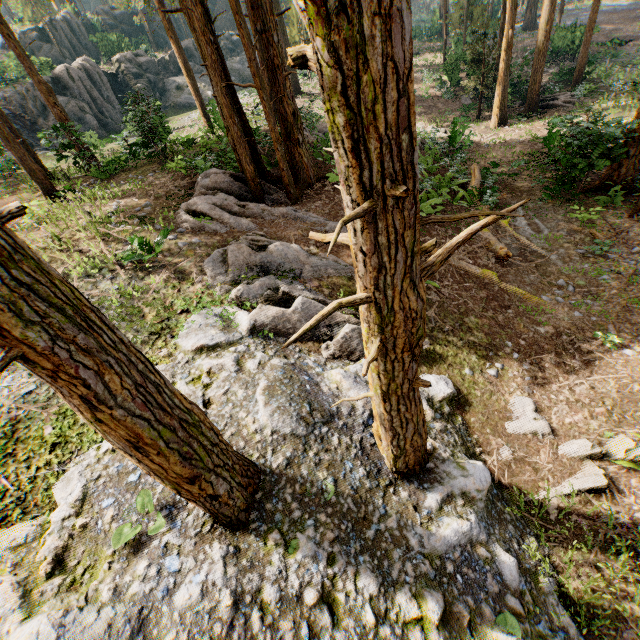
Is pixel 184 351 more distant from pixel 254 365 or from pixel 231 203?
pixel 231 203

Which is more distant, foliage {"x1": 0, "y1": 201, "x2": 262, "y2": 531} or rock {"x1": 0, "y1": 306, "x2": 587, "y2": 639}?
rock {"x1": 0, "y1": 306, "x2": 587, "y2": 639}

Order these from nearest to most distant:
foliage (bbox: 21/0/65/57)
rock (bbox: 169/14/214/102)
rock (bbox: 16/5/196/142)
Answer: rock (bbox: 16/5/196/142) < foliage (bbox: 21/0/65/57) < rock (bbox: 169/14/214/102)

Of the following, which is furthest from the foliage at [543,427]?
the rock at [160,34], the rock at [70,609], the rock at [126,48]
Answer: the rock at [126,48]

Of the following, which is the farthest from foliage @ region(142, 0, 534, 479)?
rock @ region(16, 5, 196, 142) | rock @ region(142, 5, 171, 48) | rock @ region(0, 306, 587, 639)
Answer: rock @ region(16, 5, 196, 142)

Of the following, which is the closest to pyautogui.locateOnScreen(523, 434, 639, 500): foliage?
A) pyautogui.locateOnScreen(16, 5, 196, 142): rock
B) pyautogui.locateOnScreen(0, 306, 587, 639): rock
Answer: pyautogui.locateOnScreen(0, 306, 587, 639): rock

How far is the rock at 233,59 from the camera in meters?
46.8 m

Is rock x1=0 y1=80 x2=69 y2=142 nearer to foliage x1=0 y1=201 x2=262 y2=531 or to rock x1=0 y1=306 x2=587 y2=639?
foliage x1=0 y1=201 x2=262 y2=531
